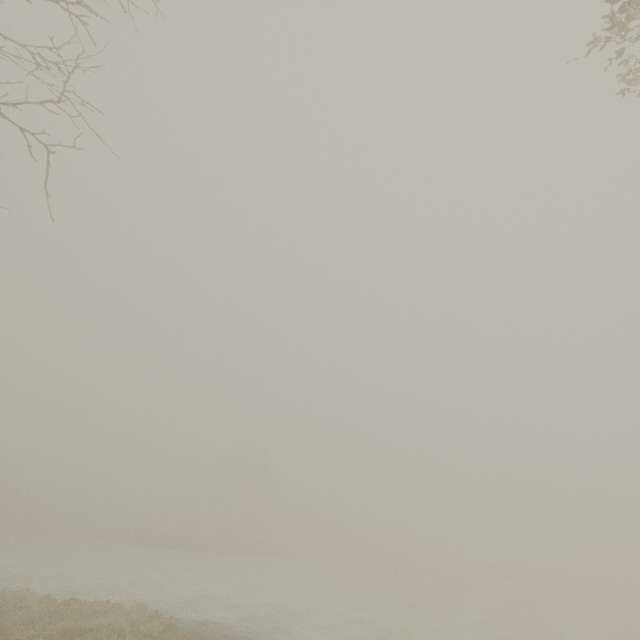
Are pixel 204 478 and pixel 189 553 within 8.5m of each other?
no
